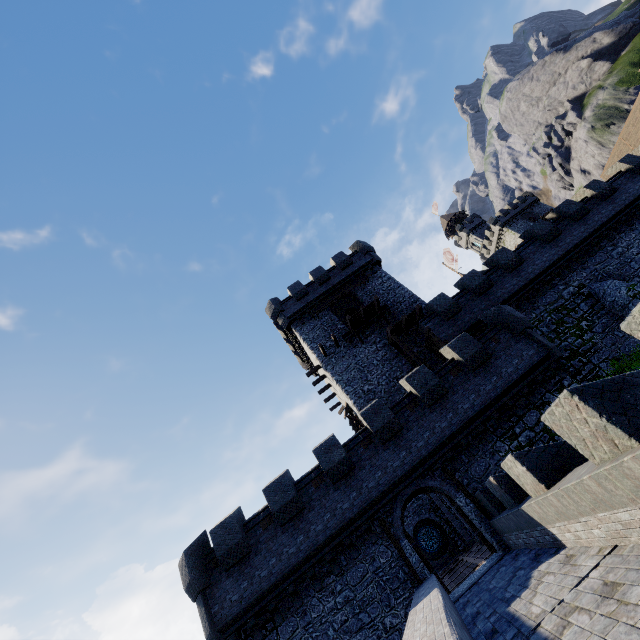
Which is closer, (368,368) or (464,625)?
(464,625)

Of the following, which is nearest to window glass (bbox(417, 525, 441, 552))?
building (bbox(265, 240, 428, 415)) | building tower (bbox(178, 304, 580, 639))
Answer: building tower (bbox(178, 304, 580, 639))

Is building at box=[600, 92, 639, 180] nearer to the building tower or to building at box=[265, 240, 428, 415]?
building at box=[265, 240, 428, 415]

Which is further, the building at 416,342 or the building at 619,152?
the building at 619,152

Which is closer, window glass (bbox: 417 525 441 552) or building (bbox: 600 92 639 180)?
window glass (bbox: 417 525 441 552)

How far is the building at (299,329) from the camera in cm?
2319

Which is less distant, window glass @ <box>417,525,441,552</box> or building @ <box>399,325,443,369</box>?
building @ <box>399,325,443,369</box>

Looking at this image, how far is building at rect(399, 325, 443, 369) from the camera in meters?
22.8
